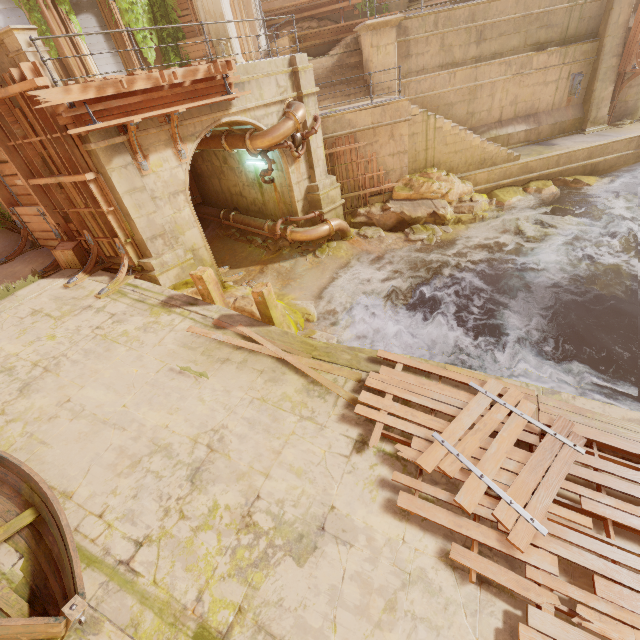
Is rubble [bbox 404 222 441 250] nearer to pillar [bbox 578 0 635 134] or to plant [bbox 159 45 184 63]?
pillar [bbox 578 0 635 134]

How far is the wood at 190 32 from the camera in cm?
1627

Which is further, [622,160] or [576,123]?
[576,123]

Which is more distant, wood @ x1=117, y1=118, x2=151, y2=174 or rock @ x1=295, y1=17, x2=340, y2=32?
rock @ x1=295, y1=17, x2=340, y2=32

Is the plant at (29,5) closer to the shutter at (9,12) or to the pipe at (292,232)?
the shutter at (9,12)

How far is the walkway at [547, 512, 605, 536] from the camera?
4.65m

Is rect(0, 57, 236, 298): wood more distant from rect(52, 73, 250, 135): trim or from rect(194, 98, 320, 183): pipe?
rect(194, 98, 320, 183): pipe

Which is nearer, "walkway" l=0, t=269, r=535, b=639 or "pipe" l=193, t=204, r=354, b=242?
"walkway" l=0, t=269, r=535, b=639
